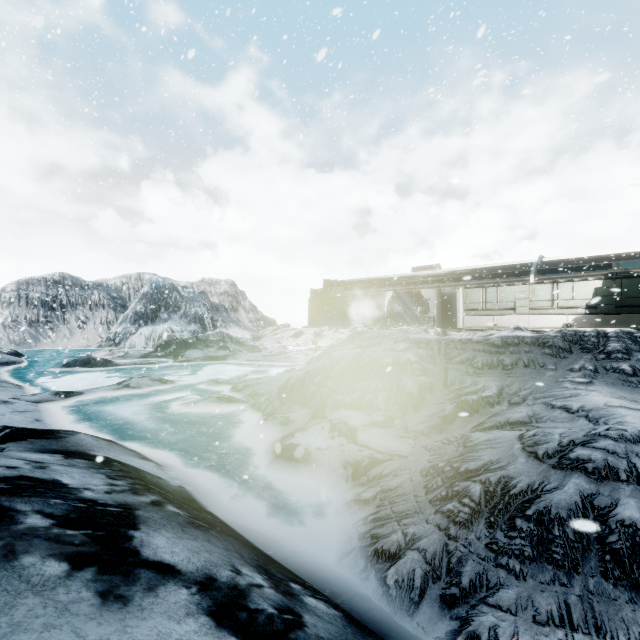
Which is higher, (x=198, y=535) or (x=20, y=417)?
(x=198, y=535)
